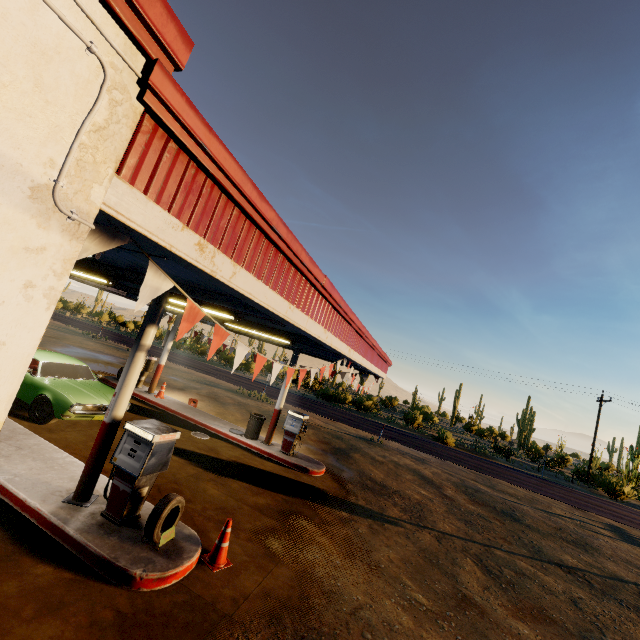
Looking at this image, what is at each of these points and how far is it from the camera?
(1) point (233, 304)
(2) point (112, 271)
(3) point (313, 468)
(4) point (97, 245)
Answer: (1) beam, 5.5m
(2) beam, 6.6m
(3) curb, 11.3m
(4) flag, 2.0m

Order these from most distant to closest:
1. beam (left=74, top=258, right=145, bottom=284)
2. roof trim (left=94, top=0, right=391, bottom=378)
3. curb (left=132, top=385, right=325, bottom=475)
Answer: curb (left=132, top=385, right=325, bottom=475) → beam (left=74, top=258, right=145, bottom=284) → roof trim (left=94, top=0, right=391, bottom=378)

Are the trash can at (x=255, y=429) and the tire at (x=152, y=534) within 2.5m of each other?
no

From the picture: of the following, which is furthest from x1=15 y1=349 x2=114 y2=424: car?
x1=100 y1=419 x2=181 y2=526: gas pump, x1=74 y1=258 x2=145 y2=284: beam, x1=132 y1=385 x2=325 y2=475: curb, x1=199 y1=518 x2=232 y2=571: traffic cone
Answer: x1=199 y1=518 x2=232 y2=571: traffic cone

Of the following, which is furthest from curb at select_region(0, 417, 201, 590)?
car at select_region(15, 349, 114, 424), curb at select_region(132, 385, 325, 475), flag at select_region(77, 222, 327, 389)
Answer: curb at select_region(132, 385, 325, 475)

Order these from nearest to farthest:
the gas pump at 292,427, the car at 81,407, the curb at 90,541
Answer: the curb at 90,541
the car at 81,407
the gas pump at 292,427

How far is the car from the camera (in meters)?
8.36

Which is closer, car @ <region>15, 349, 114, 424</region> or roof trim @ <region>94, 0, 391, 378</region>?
roof trim @ <region>94, 0, 391, 378</region>
